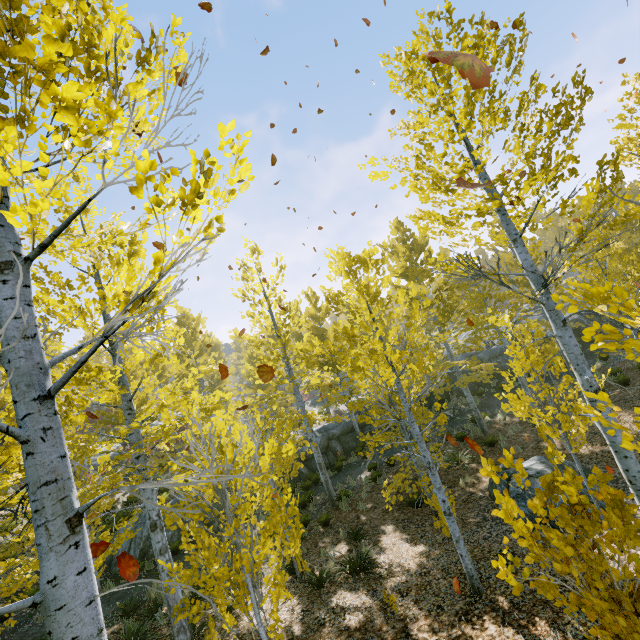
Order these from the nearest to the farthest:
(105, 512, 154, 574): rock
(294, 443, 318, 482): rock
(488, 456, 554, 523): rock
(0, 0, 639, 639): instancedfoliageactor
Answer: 1. (0, 0, 639, 639): instancedfoliageactor
2. (488, 456, 554, 523): rock
3. (105, 512, 154, 574): rock
4. (294, 443, 318, 482): rock

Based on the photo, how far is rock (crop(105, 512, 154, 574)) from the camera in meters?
11.4 m

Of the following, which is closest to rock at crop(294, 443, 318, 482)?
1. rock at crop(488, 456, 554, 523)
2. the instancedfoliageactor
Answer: the instancedfoliageactor

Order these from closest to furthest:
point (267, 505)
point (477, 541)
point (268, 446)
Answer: point (267, 505) → point (268, 446) → point (477, 541)

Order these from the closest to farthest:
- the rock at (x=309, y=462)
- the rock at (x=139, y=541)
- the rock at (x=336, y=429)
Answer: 1. the rock at (x=139, y=541)
2. the rock at (x=309, y=462)
3. the rock at (x=336, y=429)

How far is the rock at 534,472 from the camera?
8.5 meters

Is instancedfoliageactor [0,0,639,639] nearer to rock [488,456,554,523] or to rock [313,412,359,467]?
rock [313,412,359,467]
